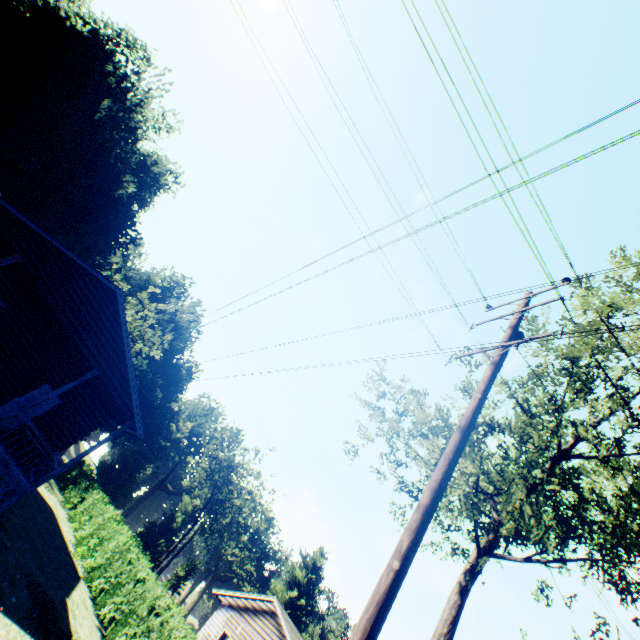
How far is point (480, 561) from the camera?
10.11m

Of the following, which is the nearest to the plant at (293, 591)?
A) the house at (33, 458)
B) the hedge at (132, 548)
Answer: the house at (33, 458)

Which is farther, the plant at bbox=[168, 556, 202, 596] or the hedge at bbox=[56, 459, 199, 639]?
the plant at bbox=[168, 556, 202, 596]

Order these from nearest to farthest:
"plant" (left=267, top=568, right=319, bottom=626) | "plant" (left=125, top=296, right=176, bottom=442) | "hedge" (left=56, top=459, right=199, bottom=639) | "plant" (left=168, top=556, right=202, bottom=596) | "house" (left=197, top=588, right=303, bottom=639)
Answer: "hedge" (left=56, top=459, right=199, bottom=639) < "house" (left=197, top=588, right=303, bottom=639) < "plant" (left=125, top=296, right=176, bottom=442) < "plant" (left=168, top=556, right=202, bottom=596) < "plant" (left=267, top=568, right=319, bottom=626)

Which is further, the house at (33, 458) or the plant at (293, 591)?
the plant at (293, 591)

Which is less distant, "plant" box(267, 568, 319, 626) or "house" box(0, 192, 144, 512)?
"house" box(0, 192, 144, 512)

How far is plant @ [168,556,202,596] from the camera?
51.2m
